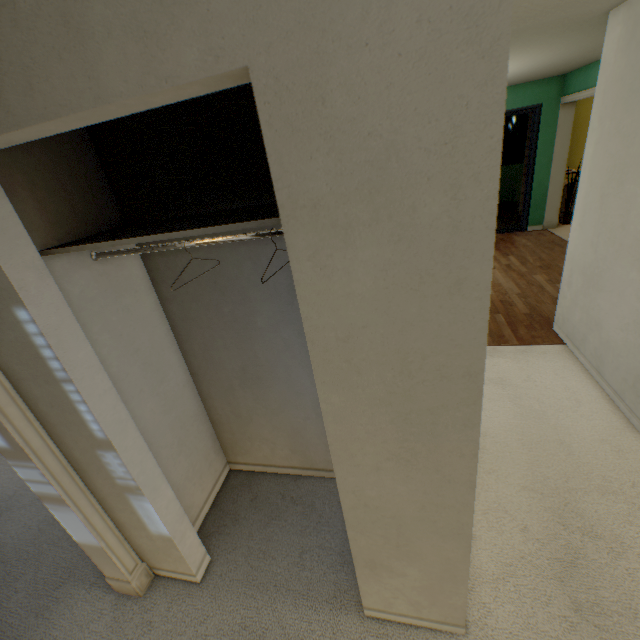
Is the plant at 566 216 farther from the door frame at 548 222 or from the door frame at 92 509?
the door frame at 92 509

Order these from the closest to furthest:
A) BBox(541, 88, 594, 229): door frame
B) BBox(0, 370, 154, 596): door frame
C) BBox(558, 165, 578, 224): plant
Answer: BBox(0, 370, 154, 596): door frame
BBox(541, 88, 594, 229): door frame
BBox(558, 165, 578, 224): plant

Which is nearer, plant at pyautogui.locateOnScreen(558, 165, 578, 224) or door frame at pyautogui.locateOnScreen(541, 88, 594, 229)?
door frame at pyautogui.locateOnScreen(541, 88, 594, 229)

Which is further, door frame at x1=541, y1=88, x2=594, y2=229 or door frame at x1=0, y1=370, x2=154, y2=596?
door frame at x1=541, y1=88, x2=594, y2=229

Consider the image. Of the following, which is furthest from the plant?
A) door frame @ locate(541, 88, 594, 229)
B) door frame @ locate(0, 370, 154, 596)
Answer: door frame @ locate(0, 370, 154, 596)

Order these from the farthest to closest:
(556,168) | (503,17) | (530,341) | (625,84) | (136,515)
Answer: (556,168) < (530,341) < (625,84) < (136,515) < (503,17)

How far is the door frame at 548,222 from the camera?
5.20m

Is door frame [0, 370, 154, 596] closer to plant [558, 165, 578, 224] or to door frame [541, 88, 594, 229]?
door frame [541, 88, 594, 229]
